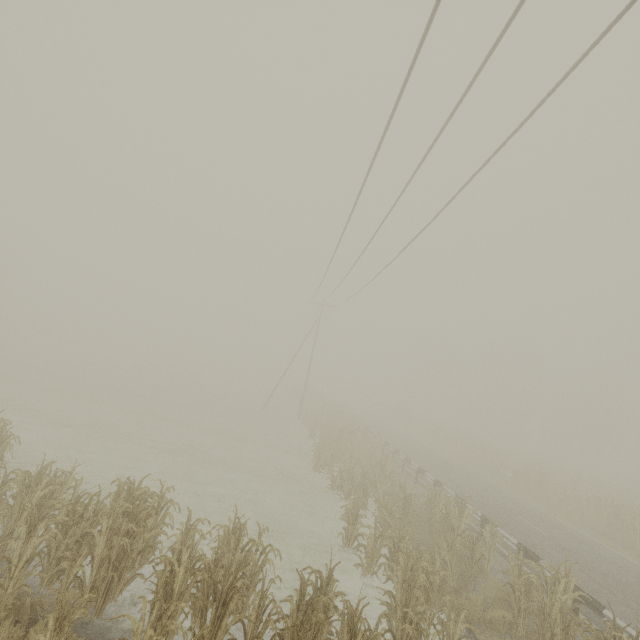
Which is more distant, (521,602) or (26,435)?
(26,435)

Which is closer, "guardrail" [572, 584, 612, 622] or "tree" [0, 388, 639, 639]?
"tree" [0, 388, 639, 639]

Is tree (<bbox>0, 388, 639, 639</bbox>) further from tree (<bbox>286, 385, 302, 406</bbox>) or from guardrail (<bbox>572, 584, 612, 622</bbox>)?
tree (<bbox>286, 385, 302, 406</bbox>)

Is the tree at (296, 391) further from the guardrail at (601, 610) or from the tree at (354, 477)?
the tree at (354, 477)

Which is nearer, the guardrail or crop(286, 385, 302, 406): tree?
the guardrail

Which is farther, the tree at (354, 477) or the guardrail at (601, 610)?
the guardrail at (601, 610)

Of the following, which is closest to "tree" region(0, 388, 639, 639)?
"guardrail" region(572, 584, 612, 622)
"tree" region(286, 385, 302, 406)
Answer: "guardrail" region(572, 584, 612, 622)

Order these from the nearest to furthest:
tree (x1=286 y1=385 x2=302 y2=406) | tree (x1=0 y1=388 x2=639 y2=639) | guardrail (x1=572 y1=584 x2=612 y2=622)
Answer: tree (x1=0 y1=388 x2=639 y2=639)
guardrail (x1=572 y1=584 x2=612 y2=622)
tree (x1=286 y1=385 x2=302 y2=406)
